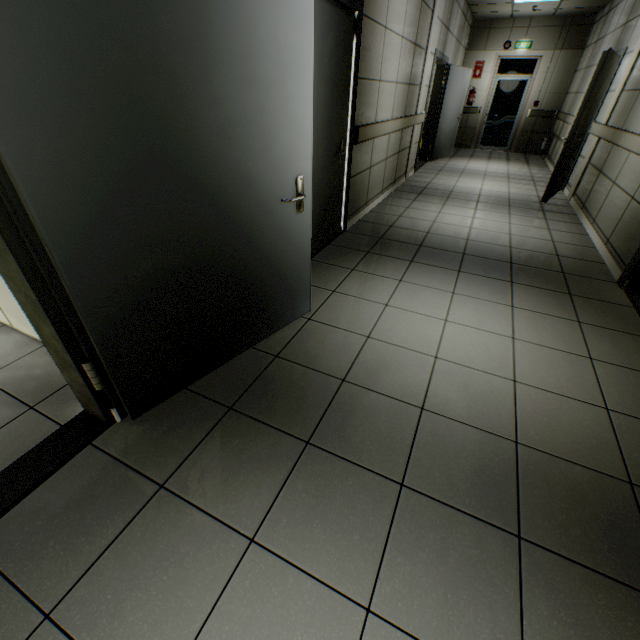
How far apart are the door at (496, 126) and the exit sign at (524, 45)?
0.6 meters

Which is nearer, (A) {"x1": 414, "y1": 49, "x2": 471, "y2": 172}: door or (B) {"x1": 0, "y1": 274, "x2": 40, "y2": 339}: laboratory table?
(B) {"x1": 0, "y1": 274, "x2": 40, "y2": 339}: laboratory table

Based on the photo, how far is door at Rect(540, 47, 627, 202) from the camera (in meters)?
4.58

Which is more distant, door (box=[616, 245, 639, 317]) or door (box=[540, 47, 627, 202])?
door (box=[540, 47, 627, 202])

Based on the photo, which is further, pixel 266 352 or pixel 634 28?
pixel 634 28

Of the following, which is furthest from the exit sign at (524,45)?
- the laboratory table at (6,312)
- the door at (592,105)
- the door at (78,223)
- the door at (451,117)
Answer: the laboratory table at (6,312)

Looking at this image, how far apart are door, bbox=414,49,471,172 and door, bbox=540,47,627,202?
2.6m

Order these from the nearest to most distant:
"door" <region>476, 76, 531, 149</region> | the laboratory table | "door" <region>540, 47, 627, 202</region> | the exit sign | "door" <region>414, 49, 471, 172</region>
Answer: the laboratory table < "door" <region>540, 47, 627, 202</region> < "door" <region>414, 49, 471, 172</region> < the exit sign < "door" <region>476, 76, 531, 149</region>
